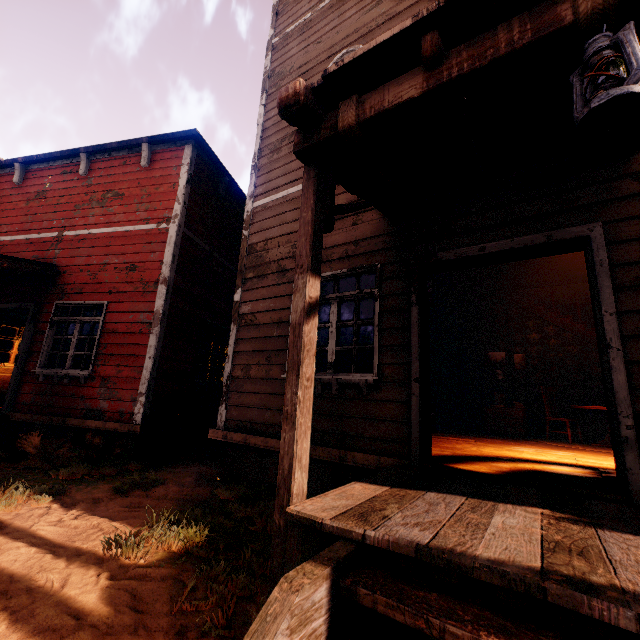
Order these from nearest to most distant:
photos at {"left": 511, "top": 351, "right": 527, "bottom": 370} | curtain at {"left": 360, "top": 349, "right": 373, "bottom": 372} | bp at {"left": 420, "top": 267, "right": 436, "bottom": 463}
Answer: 1. bp at {"left": 420, "top": 267, "right": 436, "bottom": 463}
2. curtain at {"left": 360, "top": 349, "right": 373, "bottom": 372}
3. photos at {"left": 511, "top": 351, "right": 527, "bottom": 370}

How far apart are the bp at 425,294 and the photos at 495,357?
6.5 meters

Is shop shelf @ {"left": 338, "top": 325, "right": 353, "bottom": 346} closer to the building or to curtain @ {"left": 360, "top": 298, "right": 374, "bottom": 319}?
the building

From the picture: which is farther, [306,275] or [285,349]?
[285,349]

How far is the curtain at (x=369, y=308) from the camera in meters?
4.3 m

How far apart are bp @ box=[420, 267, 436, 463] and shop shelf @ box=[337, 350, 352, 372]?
3.9 meters

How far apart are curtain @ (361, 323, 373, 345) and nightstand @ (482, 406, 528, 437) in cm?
585

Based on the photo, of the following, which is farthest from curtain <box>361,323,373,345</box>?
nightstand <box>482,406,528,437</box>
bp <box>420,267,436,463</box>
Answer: nightstand <box>482,406,528,437</box>
